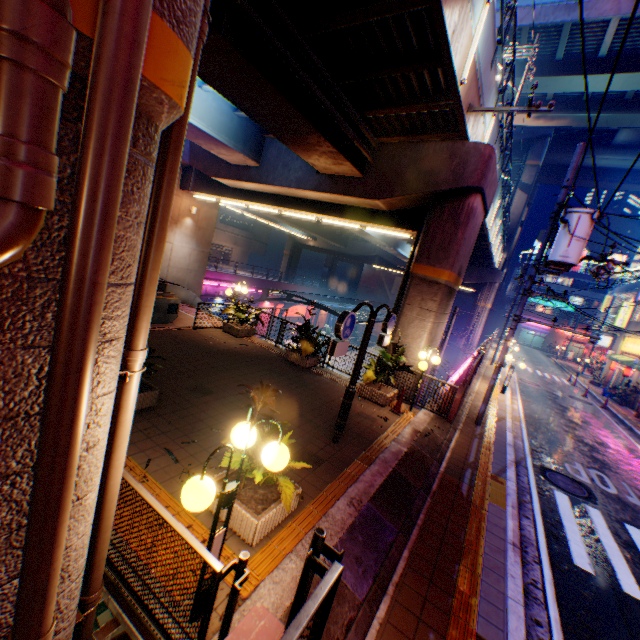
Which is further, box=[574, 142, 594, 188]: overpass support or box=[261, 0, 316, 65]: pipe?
box=[574, 142, 594, 188]: overpass support

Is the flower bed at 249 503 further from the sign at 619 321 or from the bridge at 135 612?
the sign at 619 321

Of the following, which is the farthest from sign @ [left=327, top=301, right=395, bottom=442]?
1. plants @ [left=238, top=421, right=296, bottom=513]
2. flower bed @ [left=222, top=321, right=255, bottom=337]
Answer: flower bed @ [left=222, top=321, right=255, bottom=337]

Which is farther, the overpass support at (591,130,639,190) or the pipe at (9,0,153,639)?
the overpass support at (591,130,639,190)

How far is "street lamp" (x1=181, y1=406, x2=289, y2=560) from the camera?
2.7 meters

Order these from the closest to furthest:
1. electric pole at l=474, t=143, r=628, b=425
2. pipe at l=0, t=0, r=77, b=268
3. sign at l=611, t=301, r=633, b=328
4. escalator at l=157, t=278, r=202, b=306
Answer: pipe at l=0, t=0, r=77, b=268, electric pole at l=474, t=143, r=628, b=425, escalator at l=157, t=278, r=202, b=306, sign at l=611, t=301, r=633, b=328

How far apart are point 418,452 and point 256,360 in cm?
630

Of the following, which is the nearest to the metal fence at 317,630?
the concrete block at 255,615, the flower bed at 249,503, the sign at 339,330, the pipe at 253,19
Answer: the concrete block at 255,615
